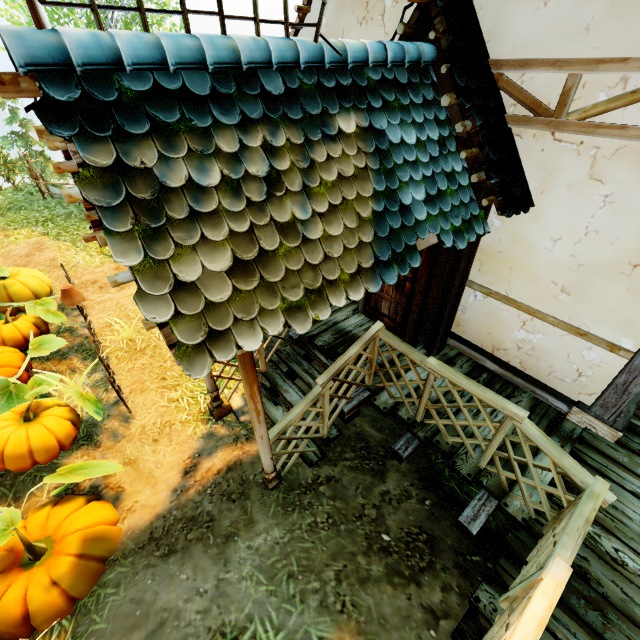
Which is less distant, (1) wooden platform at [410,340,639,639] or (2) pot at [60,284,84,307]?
(1) wooden platform at [410,340,639,639]

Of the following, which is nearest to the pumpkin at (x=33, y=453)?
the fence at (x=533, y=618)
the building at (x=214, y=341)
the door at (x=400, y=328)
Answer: the fence at (x=533, y=618)

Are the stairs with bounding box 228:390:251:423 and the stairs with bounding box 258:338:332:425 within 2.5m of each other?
yes

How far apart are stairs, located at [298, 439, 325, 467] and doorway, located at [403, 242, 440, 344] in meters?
1.9

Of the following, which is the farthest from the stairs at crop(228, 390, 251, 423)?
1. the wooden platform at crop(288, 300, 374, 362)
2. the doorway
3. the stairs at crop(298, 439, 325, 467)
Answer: the doorway

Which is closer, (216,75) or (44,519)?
(216,75)

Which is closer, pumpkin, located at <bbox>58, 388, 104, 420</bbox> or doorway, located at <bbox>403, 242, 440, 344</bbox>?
doorway, located at <bbox>403, 242, 440, 344</bbox>

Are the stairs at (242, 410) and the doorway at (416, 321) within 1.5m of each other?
no
